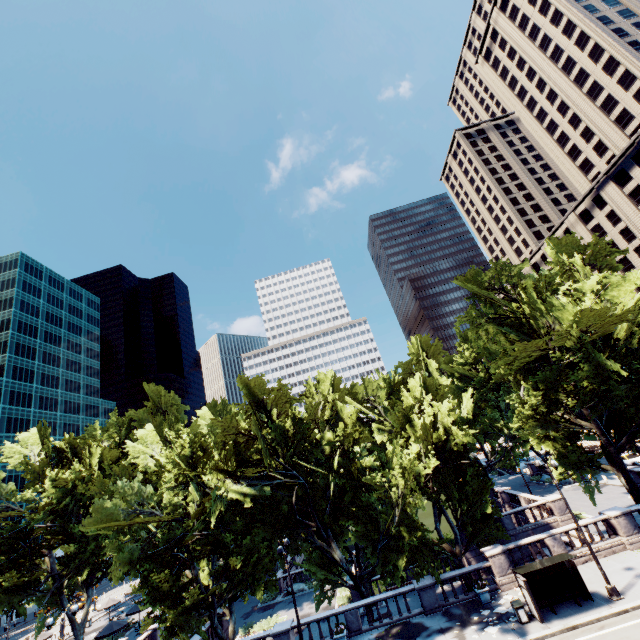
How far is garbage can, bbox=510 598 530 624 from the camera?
17.9m

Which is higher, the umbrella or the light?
the umbrella

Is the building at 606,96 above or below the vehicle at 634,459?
above

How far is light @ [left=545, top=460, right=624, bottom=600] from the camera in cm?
1758

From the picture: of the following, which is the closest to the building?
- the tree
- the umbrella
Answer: the tree

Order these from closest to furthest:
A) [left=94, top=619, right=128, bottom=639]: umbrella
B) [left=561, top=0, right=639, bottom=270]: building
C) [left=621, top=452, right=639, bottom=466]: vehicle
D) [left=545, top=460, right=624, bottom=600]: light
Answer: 1. [left=545, top=460, right=624, bottom=600]: light
2. [left=94, top=619, right=128, bottom=639]: umbrella
3. [left=621, top=452, right=639, bottom=466]: vehicle
4. [left=561, top=0, right=639, bottom=270]: building

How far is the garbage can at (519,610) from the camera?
17.9 meters

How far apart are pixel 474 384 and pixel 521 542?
30.4m
